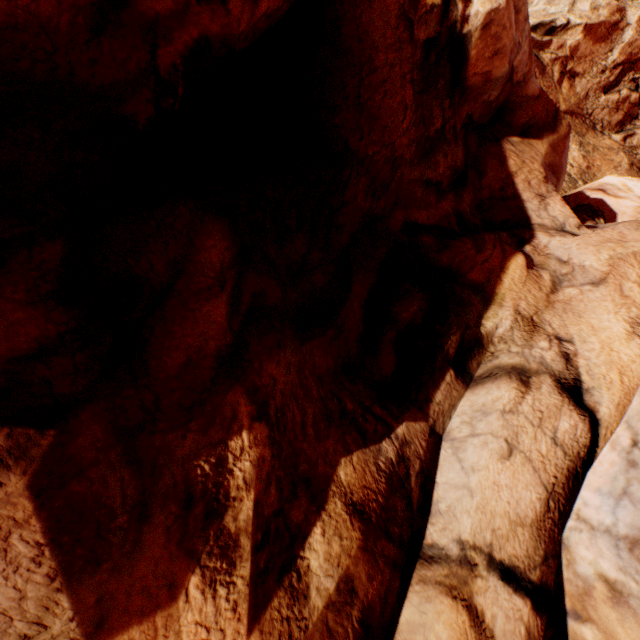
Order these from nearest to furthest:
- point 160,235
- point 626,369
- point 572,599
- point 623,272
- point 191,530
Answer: point 191,530 < point 160,235 < point 572,599 < point 626,369 < point 623,272
